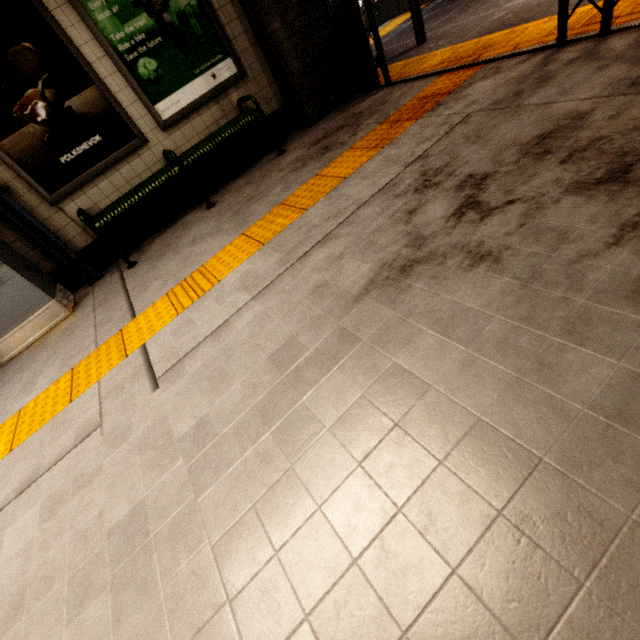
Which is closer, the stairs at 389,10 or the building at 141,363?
the building at 141,363

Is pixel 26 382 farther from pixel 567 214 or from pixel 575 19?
pixel 575 19

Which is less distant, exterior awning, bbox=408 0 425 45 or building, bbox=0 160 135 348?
building, bbox=0 160 135 348

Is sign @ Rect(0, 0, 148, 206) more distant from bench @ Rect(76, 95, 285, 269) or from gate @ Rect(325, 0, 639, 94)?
gate @ Rect(325, 0, 639, 94)

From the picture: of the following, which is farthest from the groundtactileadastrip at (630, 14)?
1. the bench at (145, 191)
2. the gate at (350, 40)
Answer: the bench at (145, 191)

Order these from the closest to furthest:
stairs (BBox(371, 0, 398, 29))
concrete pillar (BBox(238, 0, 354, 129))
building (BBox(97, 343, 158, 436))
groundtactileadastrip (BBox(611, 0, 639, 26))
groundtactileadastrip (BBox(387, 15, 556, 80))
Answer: building (BBox(97, 343, 158, 436))
groundtactileadastrip (BBox(611, 0, 639, 26))
groundtactileadastrip (BBox(387, 15, 556, 80))
concrete pillar (BBox(238, 0, 354, 129))
stairs (BBox(371, 0, 398, 29))

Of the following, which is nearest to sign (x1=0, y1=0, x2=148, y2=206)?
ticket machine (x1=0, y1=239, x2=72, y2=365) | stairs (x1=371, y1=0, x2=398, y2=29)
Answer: ticket machine (x1=0, y1=239, x2=72, y2=365)

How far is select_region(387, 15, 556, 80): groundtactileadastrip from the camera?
3.0m
